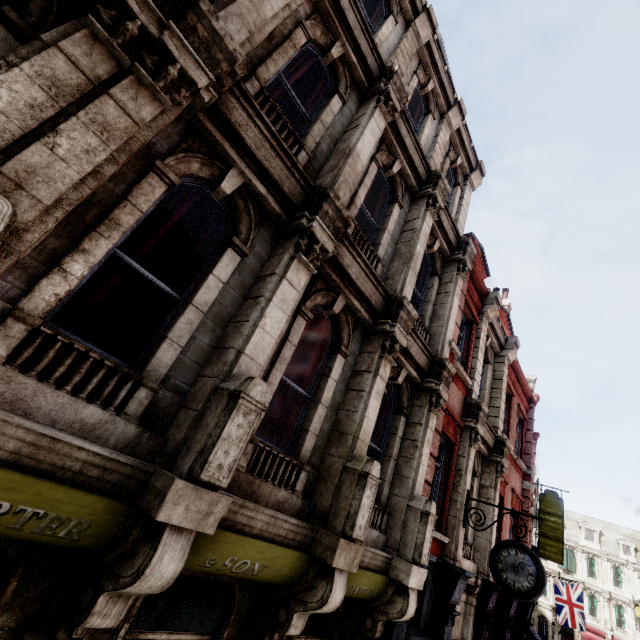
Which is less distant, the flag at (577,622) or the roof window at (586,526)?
the flag at (577,622)

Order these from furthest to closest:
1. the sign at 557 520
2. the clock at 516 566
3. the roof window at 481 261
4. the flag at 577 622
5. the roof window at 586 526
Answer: the roof window at 586 526 → the flag at 577 622 → the sign at 557 520 → the roof window at 481 261 → the clock at 516 566

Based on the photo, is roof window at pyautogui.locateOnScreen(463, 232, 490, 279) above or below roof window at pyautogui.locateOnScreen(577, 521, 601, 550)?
below

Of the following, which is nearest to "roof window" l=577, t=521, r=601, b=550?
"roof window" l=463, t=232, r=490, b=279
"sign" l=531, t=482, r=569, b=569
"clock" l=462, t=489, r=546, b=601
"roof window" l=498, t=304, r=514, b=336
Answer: "sign" l=531, t=482, r=569, b=569

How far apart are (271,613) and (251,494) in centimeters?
179cm

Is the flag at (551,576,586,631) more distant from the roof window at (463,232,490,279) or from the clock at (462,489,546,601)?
the clock at (462,489,546,601)

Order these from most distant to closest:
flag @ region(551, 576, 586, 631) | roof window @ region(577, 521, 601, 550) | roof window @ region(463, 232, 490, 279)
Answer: roof window @ region(577, 521, 601, 550)
flag @ region(551, 576, 586, 631)
roof window @ region(463, 232, 490, 279)

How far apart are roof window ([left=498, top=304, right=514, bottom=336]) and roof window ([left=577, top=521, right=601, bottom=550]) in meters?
47.6
